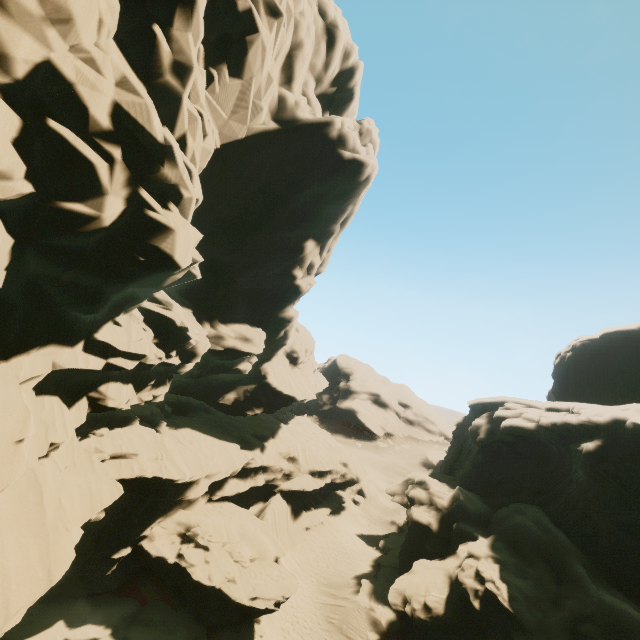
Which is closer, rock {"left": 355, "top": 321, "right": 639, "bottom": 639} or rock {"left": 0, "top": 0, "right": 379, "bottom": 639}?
rock {"left": 0, "top": 0, "right": 379, "bottom": 639}

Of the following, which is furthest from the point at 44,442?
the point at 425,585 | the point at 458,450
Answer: the point at 458,450

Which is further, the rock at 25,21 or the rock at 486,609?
the rock at 486,609
